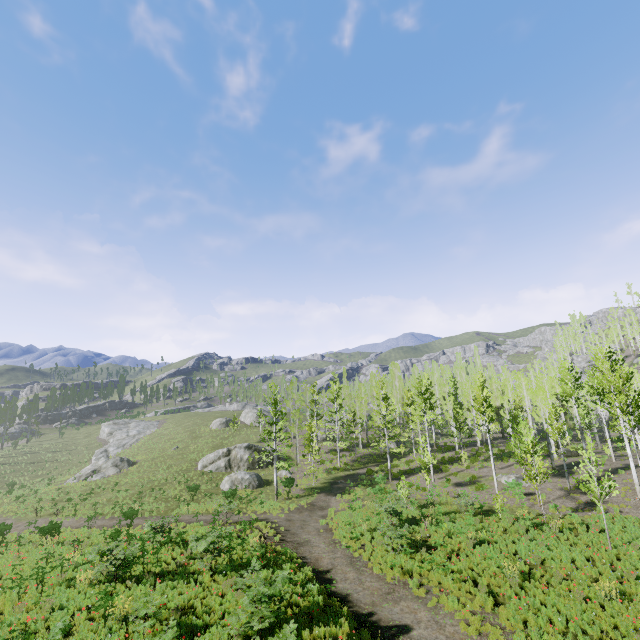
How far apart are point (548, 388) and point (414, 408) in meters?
17.1
